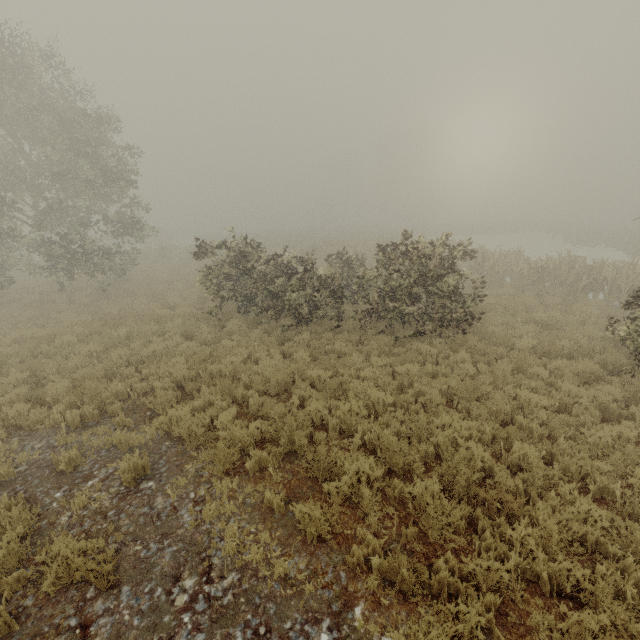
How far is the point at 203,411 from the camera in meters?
7.7 m
